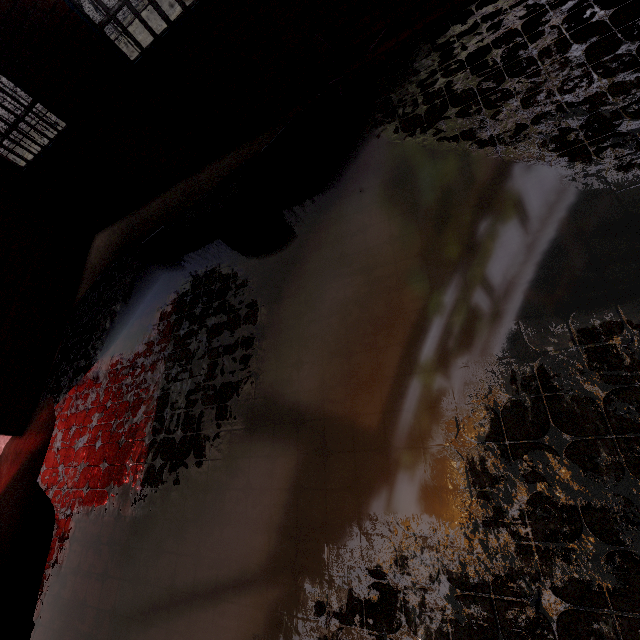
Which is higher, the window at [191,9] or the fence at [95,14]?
the window at [191,9]

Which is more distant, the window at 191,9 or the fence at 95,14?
the fence at 95,14

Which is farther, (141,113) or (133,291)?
(133,291)

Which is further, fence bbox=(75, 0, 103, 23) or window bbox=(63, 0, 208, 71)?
fence bbox=(75, 0, 103, 23)

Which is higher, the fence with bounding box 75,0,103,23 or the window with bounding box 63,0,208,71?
the window with bounding box 63,0,208,71
